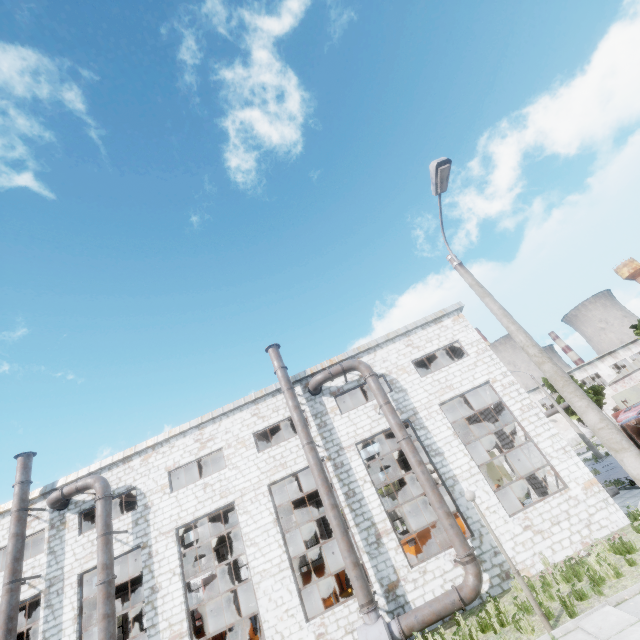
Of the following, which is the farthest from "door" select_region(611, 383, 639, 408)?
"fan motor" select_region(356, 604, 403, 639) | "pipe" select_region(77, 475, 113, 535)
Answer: "pipe" select_region(77, 475, 113, 535)

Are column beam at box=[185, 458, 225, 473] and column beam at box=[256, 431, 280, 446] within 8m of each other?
yes

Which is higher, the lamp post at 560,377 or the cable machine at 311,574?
the lamp post at 560,377

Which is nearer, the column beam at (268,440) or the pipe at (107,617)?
the pipe at (107,617)

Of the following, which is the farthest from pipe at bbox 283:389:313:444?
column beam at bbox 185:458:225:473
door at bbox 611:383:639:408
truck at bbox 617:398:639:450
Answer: door at bbox 611:383:639:408

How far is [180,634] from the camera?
12.6m

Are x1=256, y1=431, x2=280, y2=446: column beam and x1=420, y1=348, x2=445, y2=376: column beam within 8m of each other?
no

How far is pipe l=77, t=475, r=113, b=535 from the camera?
13.9 meters
